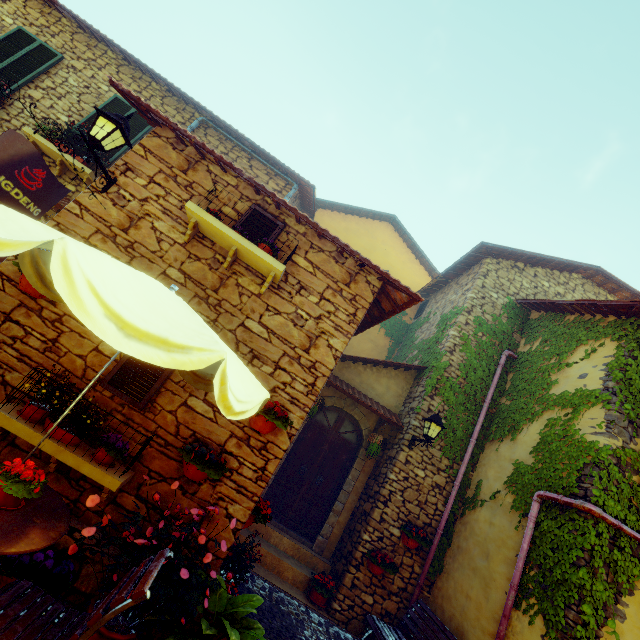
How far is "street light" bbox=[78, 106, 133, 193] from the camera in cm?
384

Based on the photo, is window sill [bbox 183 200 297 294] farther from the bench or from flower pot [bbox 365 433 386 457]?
the bench

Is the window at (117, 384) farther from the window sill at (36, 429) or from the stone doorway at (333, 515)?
the stone doorway at (333, 515)

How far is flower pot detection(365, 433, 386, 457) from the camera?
7.4m

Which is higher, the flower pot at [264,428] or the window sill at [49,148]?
the window sill at [49,148]

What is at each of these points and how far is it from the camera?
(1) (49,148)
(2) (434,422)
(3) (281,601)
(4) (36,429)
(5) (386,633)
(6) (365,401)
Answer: (1) window sill, 6.5m
(2) street light, 6.5m
(3) stair, 5.5m
(4) window sill, 3.3m
(5) bench, 5.4m
(6) door eaves, 7.7m

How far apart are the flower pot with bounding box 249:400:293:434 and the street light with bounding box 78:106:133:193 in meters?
3.5

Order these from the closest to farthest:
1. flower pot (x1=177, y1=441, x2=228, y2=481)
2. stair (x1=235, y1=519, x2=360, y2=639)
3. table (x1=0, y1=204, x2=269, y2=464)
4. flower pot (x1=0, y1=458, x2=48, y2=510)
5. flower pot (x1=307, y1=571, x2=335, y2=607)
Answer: table (x1=0, y1=204, x2=269, y2=464), flower pot (x1=0, y1=458, x2=48, y2=510), flower pot (x1=177, y1=441, x2=228, y2=481), stair (x1=235, y1=519, x2=360, y2=639), flower pot (x1=307, y1=571, x2=335, y2=607)
